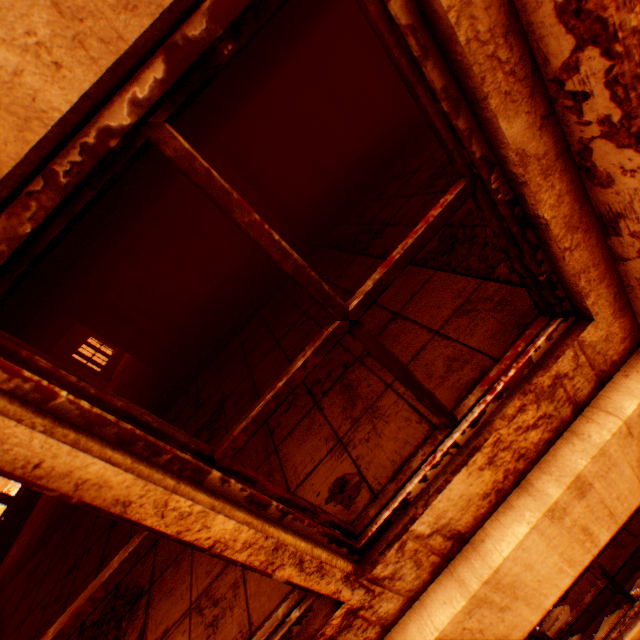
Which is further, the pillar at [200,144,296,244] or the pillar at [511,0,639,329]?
the pillar at [200,144,296,244]

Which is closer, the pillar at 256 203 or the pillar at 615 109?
the pillar at 615 109

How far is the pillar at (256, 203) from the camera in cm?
681

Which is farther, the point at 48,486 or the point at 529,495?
the point at 529,495

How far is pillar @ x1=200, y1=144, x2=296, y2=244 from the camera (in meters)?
6.81
